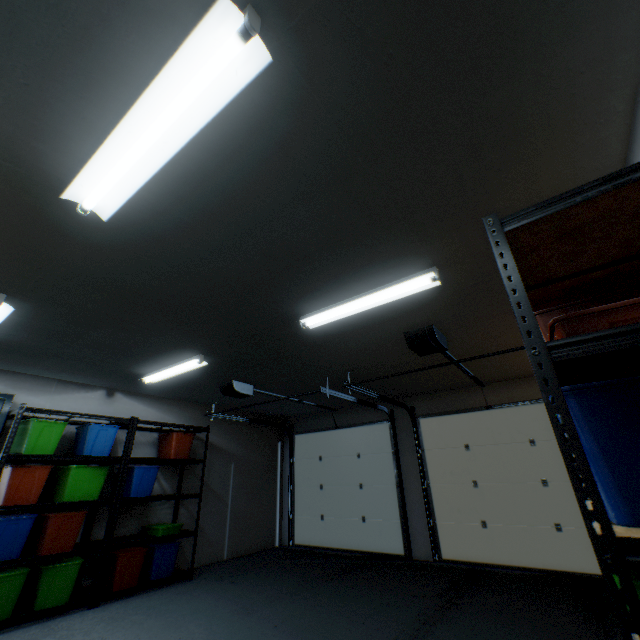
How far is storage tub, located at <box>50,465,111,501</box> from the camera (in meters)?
3.62

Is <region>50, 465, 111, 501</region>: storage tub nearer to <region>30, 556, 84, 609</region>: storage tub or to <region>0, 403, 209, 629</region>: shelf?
<region>0, 403, 209, 629</region>: shelf

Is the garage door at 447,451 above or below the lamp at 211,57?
below

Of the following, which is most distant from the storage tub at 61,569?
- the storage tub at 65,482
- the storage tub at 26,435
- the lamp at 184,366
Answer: the lamp at 184,366

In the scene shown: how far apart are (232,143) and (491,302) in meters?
2.4

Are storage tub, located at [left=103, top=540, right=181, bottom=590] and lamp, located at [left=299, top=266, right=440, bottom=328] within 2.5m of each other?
no

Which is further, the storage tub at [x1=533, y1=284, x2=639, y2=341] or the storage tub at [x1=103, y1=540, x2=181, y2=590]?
the storage tub at [x1=103, y1=540, x2=181, y2=590]

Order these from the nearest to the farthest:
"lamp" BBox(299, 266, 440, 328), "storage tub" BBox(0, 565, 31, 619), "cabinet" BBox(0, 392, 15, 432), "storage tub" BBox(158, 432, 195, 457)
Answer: "lamp" BBox(299, 266, 440, 328) < "storage tub" BBox(0, 565, 31, 619) < "cabinet" BBox(0, 392, 15, 432) < "storage tub" BBox(158, 432, 195, 457)
